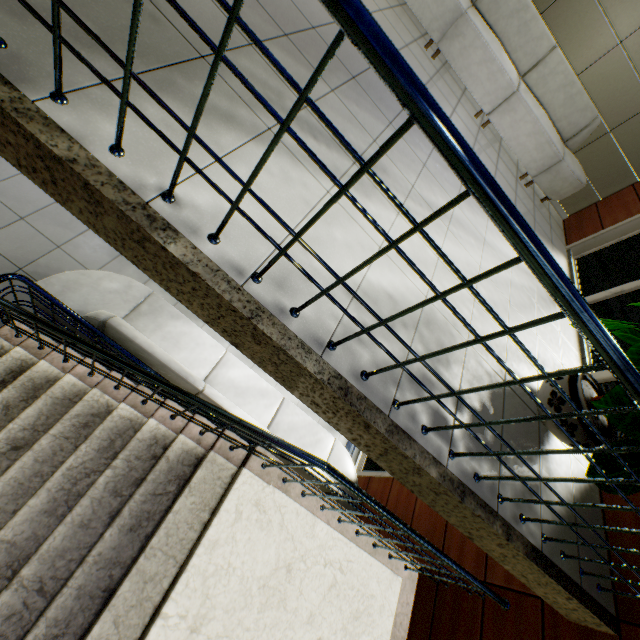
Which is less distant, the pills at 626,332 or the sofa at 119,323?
the pills at 626,332

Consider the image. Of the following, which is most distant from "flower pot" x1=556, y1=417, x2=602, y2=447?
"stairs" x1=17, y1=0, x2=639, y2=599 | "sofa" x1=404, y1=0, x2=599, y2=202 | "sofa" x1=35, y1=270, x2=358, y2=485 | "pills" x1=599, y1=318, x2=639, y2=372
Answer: "sofa" x1=404, y1=0, x2=599, y2=202

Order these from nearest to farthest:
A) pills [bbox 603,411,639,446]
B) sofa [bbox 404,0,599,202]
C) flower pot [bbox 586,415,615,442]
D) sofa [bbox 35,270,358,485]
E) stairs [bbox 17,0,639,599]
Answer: stairs [bbox 17,0,639,599] < pills [bbox 603,411,639,446] < flower pot [bbox 586,415,615,442] < sofa [bbox 35,270,358,485] < sofa [bbox 404,0,599,202]

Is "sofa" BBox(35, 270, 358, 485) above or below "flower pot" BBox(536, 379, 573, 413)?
below

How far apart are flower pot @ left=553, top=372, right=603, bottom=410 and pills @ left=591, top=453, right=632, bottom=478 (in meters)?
0.40

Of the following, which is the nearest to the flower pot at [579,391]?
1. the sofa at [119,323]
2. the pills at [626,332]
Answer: the pills at [626,332]

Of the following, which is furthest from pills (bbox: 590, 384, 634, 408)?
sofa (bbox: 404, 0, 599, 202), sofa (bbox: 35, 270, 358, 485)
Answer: sofa (bbox: 404, 0, 599, 202)

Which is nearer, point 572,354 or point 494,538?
point 494,538
